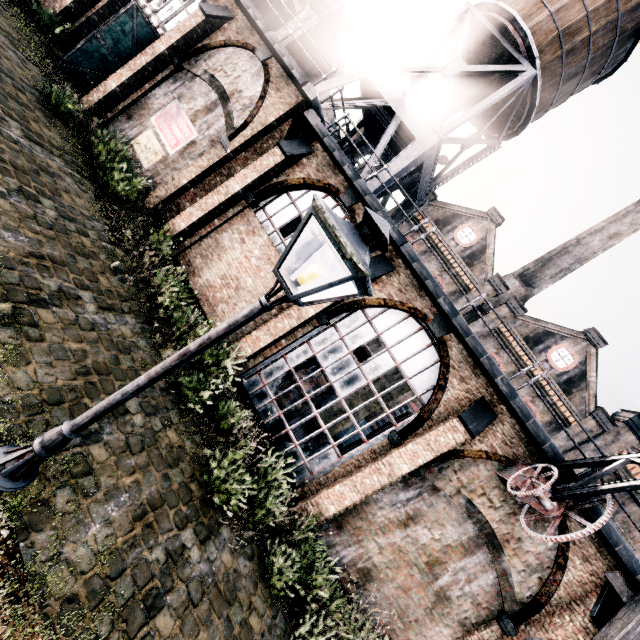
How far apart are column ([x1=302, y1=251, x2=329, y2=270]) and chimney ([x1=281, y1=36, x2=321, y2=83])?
10.0 meters

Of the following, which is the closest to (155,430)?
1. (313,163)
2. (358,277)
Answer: (358,277)

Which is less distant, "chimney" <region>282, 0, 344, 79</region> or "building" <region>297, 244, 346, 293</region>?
"building" <region>297, 244, 346, 293</region>

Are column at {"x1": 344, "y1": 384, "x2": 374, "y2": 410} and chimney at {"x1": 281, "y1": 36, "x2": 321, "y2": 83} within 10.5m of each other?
no

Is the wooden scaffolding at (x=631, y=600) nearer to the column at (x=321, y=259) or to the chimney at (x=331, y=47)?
the column at (x=321, y=259)

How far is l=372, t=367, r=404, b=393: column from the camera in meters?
16.4

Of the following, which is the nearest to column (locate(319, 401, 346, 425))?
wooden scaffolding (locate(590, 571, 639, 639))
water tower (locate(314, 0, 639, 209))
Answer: water tower (locate(314, 0, 639, 209))

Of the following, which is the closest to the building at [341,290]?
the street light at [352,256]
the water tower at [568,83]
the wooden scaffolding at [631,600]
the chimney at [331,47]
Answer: the wooden scaffolding at [631,600]
